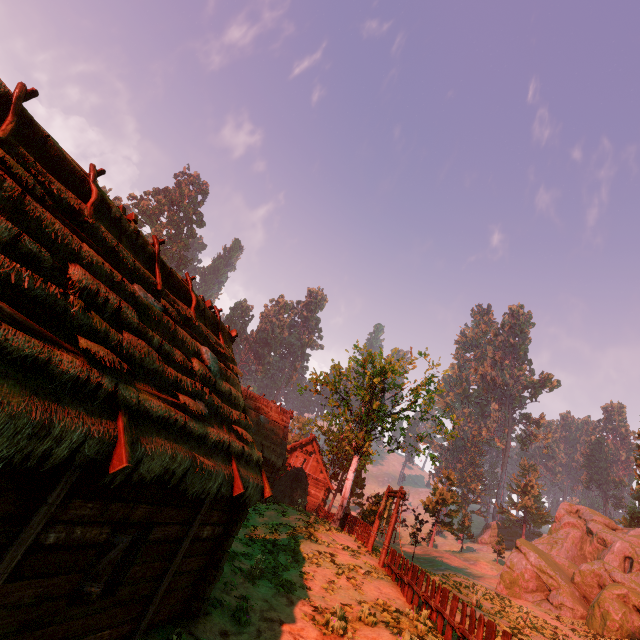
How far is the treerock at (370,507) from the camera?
25.94m

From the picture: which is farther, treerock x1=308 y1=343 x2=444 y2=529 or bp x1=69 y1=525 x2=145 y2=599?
treerock x1=308 y1=343 x2=444 y2=529

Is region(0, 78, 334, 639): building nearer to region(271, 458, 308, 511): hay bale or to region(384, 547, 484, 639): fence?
region(384, 547, 484, 639): fence

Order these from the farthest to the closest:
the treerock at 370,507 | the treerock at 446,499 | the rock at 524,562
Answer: the treerock at 446,499
the treerock at 370,507
the rock at 524,562

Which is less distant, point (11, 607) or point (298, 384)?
point (11, 607)

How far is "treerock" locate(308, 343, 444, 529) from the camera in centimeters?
2641cm

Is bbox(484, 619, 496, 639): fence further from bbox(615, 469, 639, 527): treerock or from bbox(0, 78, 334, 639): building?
bbox(615, 469, 639, 527): treerock

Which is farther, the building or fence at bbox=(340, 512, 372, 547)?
fence at bbox=(340, 512, 372, 547)
